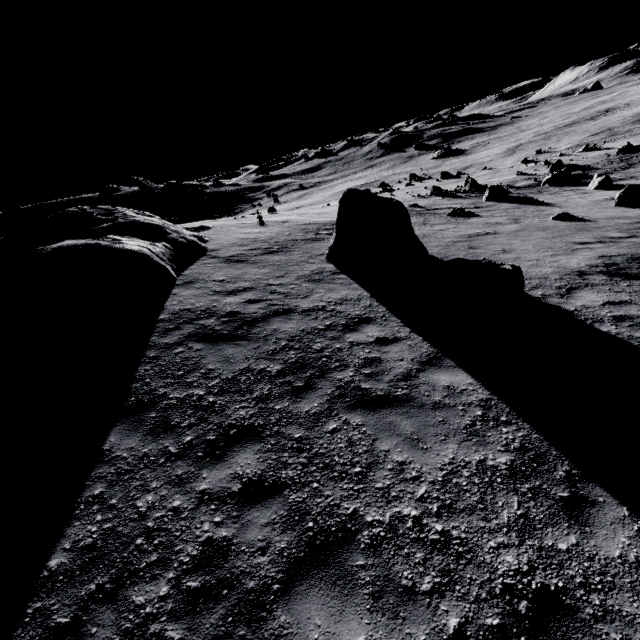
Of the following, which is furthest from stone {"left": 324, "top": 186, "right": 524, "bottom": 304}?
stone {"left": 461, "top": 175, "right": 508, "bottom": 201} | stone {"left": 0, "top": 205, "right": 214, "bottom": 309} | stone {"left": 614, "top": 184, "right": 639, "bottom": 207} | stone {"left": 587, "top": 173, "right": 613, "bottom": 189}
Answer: stone {"left": 587, "top": 173, "right": 613, "bottom": 189}

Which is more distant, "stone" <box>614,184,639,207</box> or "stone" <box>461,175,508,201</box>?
"stone" <box>461,175,508,201</box>

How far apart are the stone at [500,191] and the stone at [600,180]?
6.0 meters

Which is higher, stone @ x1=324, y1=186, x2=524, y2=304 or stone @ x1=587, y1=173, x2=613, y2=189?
stone @ x1=324, y1=186, x2=524, y2=304

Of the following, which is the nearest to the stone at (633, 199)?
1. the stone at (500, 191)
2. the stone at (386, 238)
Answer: the stone at (500, 191)

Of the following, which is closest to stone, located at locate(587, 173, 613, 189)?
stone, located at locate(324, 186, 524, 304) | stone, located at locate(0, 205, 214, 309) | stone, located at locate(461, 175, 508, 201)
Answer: stone, located at locate(461, 175, 508, 201)

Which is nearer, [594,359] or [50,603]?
[50,603]

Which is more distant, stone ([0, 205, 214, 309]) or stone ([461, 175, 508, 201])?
stone ([461, 175, 508, 201])
